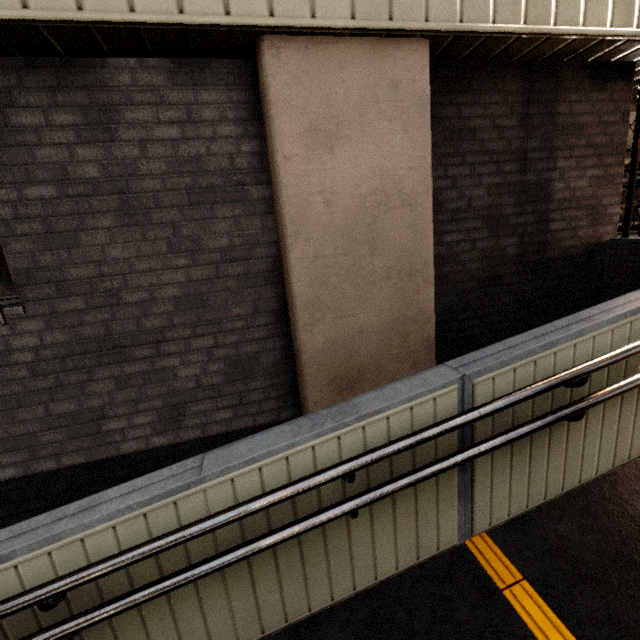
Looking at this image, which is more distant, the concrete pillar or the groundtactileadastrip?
the concrete pillar

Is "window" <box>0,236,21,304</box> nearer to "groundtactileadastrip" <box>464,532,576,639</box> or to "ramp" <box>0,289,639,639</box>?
"ramp" <box>0,289,639,639</box>

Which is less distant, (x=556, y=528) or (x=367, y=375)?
(x=556, y=528)

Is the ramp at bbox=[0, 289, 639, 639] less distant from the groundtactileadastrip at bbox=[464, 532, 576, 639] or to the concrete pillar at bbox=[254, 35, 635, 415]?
the groundtactileadastrip at bbox=[464, 532, 576, 639]

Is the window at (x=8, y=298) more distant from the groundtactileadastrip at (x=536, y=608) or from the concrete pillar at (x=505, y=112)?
the groundtactileadastrip at (x=536, y=608)

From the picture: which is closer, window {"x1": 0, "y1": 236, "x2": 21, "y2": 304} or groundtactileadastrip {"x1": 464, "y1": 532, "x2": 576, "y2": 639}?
groundtactileadastrip {"x1": 464, "y1": 532, "x2": 576, "y2": 639}

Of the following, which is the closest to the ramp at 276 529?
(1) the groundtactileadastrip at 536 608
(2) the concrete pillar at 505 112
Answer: (1) the groundtactileadastrip at 536 608

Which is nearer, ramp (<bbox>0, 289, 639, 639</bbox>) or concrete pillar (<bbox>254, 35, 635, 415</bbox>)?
ramp (<bbox>0, 289, 639, 639</bbox>)
